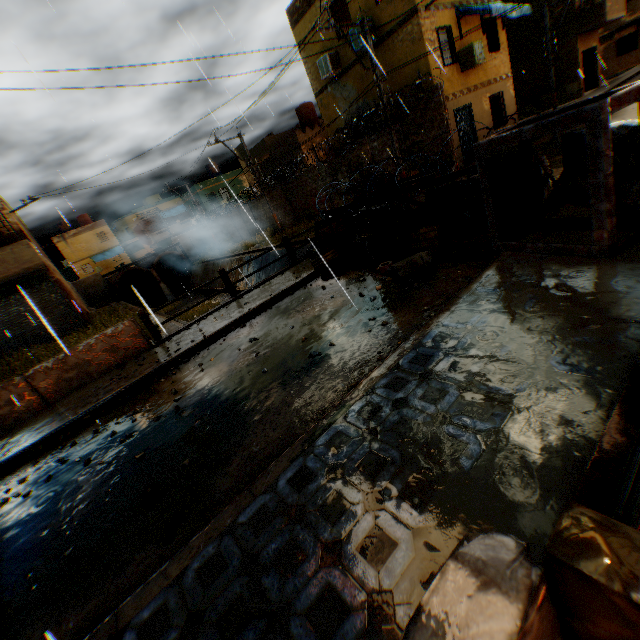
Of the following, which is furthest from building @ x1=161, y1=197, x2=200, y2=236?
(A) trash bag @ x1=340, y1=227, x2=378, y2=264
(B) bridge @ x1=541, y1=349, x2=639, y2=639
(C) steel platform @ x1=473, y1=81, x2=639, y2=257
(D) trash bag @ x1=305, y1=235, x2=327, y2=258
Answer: (A) trash bag @ x1=340, y1=227, x2=378, y2=264

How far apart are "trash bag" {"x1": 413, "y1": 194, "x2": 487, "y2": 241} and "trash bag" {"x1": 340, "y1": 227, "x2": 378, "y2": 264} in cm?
92

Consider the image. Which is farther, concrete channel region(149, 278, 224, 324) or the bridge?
concrete channel region(149, 278, 224, 324)

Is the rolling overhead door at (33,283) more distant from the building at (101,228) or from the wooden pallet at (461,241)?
the wooden pallet at (461,241)

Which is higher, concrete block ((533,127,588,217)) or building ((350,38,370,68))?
building ((350,38,370,68))

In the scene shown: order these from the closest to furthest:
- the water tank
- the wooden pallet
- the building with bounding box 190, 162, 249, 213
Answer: the wooden pallet < the water tank < the building with bounding box 190, 162, 249, 213

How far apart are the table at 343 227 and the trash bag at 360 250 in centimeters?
91cm

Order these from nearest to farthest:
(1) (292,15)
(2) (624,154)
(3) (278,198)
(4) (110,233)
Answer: (2) (624,154) → (1) (292,15) → (3) (278,198) → (4) (110,233)
